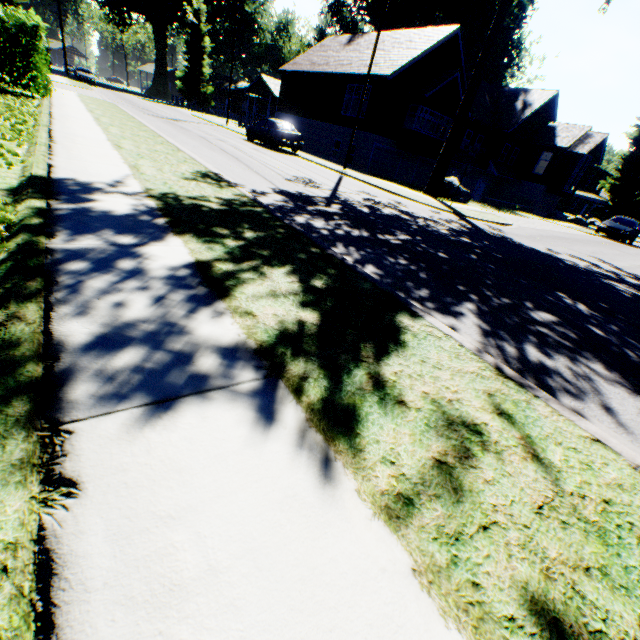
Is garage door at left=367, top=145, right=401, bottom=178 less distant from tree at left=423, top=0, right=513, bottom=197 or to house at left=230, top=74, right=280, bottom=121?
tree at left=423, top=0, right=513, bottom=197

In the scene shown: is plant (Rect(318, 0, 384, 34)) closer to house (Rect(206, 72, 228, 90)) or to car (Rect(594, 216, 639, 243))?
house (Rect(206, 72, 228, 90))

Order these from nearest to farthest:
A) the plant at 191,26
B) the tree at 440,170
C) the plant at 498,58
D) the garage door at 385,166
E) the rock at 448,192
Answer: the tree at 440,170 → the rock at 448,192 → the garage door at 385,166 → the plant at 498,58 → the plant at 191,26

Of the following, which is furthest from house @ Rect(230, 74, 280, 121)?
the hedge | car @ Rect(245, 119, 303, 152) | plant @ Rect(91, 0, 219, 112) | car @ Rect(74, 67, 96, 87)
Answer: the hedge

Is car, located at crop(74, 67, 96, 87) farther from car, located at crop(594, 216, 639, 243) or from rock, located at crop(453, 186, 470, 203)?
car, located at crop(594, 216, 639, 243)

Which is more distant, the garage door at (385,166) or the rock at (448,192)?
the garage door at (385,166)

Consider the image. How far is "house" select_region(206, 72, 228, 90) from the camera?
56.58m

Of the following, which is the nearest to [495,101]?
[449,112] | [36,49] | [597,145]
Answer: [597,145]
